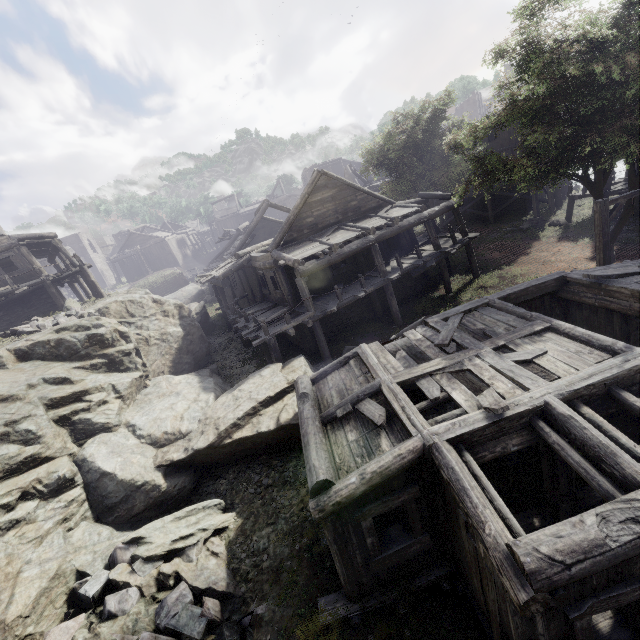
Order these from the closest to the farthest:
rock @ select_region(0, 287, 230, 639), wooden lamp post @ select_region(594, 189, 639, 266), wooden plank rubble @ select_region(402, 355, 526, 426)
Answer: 1. wooden plank rubble @ select_region(402, 355, 526, 426)
2. rock @ select_region(0, 287, 230, 639)
3. wooden lamp post @ select_region(594, 189, 639, 266)

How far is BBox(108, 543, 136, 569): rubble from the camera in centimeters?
829cm

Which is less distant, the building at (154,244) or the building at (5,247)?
the building at (5,247)

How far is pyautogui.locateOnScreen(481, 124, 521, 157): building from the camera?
26.6m

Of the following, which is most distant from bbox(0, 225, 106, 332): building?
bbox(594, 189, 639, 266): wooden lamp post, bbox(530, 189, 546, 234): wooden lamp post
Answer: bbox(530, 189, 546, 234): wooden lamp post

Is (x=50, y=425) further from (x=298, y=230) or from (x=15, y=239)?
(x=15, y=239)
